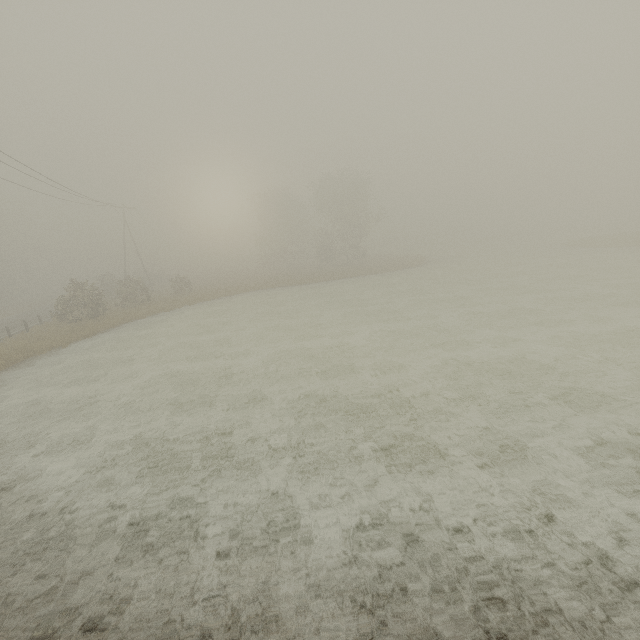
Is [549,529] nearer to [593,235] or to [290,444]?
[290,444]

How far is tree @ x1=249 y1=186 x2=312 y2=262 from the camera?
56.0m

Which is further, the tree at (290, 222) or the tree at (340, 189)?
the tree at (290, 222)

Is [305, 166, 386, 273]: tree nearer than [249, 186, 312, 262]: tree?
Yes

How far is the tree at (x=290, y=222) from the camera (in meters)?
55.97

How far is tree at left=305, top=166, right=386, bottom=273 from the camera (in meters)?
46.16
